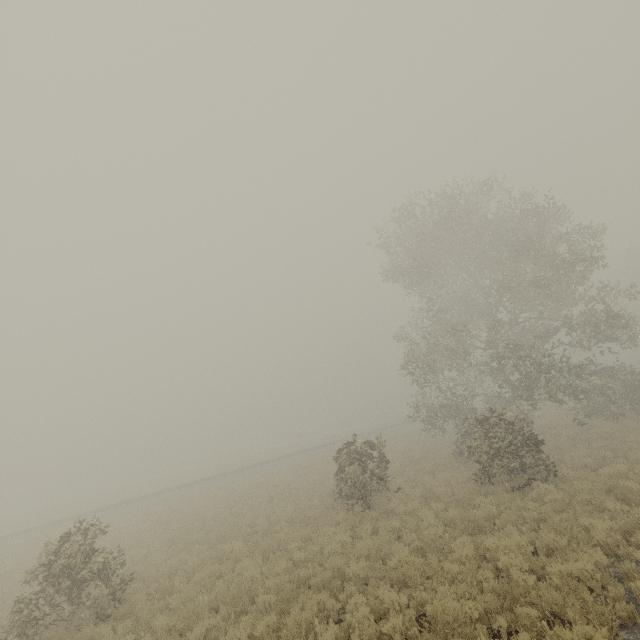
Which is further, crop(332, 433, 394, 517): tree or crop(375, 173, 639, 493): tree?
crop(375, 173, 639, 493): tree

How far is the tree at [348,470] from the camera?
14.0m

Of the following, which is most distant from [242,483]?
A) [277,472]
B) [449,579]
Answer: [449,579]

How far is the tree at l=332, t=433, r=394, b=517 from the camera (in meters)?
14.00

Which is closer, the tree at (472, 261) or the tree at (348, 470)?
the tree at (348, 470)
